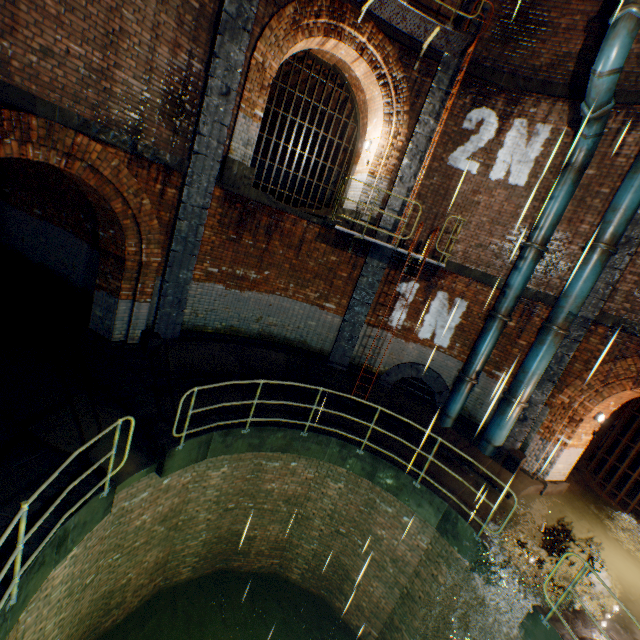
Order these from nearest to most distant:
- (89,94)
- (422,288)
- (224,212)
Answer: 1. (89,94)
2. (224,212)
3. (422,288)

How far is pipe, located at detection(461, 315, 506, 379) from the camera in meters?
8.9 m

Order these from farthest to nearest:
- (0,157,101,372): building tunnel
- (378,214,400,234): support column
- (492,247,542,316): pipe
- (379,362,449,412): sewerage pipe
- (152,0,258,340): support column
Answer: (379,362,449,412): sewerage pipe, (378,214,400,234): support column, (492,247,542,316): pipe, (0,157,101,372): building tunnel, (152,0,258,340): support column

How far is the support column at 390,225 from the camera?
9.5 meters

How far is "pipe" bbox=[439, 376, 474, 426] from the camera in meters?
9.4 m

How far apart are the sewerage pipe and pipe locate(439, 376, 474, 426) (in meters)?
0.16

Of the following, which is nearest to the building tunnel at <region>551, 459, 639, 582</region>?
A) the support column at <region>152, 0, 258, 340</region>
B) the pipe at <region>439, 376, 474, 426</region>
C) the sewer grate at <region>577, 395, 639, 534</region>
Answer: the sewer grate at <region>577, 395, 639, 534</region>

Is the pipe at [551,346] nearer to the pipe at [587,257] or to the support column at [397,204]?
the pipe at [587,257]
